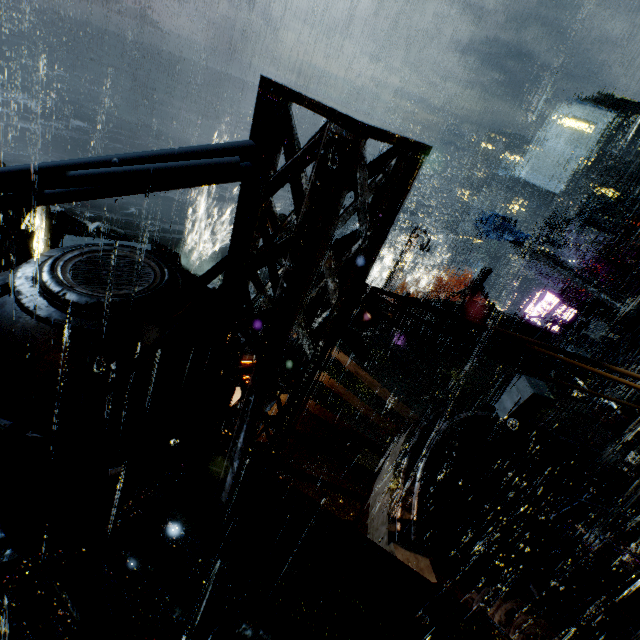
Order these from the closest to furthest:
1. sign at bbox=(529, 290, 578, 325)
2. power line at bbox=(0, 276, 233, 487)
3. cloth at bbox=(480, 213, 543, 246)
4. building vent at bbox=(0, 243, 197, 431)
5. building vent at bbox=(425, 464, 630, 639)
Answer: power line at bbox=(0, 276, 233, 487)
building vent at bbox=(0, 243, 197, 431)
building vent at bbox=(425, 464, 630, 639)
cloth at bbox=(480, 213, 543, 246)
sign at bbox=(529, 290, 578, 325)

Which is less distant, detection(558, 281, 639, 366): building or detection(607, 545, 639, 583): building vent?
detection(607, 545, 639, 583): building vent

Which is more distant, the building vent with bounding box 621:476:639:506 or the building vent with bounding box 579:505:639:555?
the building vent with bounding box 621:476:639:506

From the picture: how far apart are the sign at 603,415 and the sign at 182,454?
15.19m

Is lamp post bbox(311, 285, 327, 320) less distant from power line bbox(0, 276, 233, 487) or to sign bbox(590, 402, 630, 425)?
power line bbox(0, 276, 233, 487)

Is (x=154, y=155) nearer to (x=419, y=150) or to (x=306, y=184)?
(x=306, y=184)

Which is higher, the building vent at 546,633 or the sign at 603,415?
the sign at 603,415

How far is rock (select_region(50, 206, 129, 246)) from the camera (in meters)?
38.78
